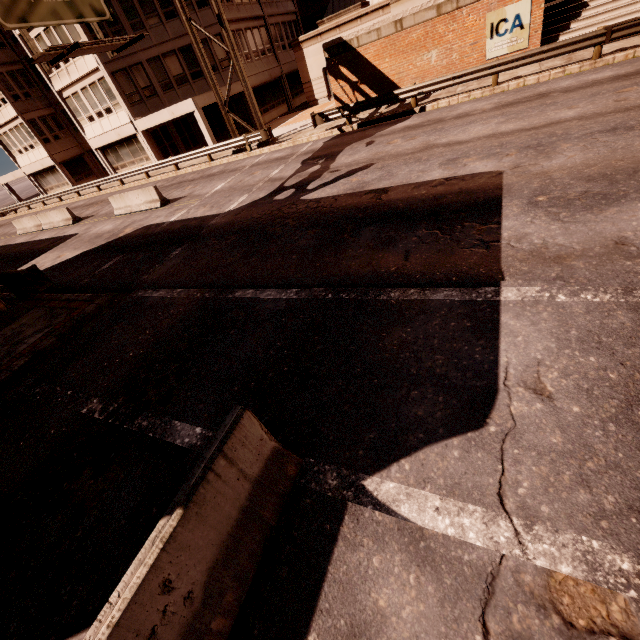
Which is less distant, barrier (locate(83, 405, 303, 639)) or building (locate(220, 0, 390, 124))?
barrier (locate(83, 405, 303, 639))

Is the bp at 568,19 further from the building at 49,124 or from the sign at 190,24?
the building at 49,124

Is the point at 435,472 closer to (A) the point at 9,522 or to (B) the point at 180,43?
(A) the point at 9,522

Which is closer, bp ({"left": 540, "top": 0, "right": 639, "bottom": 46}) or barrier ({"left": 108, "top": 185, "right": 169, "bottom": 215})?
bp ({"left": 540, "top": 0, "right": 639, "bottom": 46})

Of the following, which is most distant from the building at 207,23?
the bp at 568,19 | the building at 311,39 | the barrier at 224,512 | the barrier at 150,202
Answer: the barrier at 224,512

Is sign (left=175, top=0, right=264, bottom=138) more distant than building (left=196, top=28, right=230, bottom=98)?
No

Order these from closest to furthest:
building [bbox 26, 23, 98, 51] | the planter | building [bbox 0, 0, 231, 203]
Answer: the planter → building [bbox 26, 23, 98, 51] → building [bbox 0, 0, 231, 203]

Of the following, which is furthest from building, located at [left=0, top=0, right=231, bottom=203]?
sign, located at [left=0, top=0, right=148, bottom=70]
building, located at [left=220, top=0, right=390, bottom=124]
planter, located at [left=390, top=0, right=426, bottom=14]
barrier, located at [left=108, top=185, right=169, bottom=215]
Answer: planter, located at [left=390, top=0, right=426, bottom=14]
